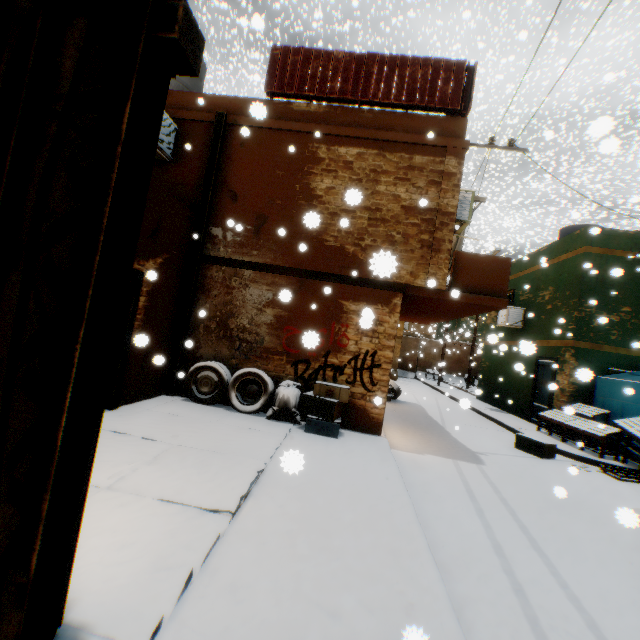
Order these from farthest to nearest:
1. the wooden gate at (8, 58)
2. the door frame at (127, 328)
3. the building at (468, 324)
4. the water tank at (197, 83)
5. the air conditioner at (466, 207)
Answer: the building at (468, 324)
the water tank at (197, 83)
the air conditioner at (466, 207)
the door frame at (127, 328)
the wooden gate at (8, 58)

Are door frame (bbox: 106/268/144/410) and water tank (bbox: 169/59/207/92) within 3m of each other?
no

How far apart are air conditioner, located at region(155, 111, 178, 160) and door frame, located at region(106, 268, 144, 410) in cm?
238

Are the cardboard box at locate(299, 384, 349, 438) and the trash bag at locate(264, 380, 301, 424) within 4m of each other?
yes

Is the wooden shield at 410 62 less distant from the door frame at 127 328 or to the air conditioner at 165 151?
the door frame at 127 328

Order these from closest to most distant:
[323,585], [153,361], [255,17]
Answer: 1. [323,585]
2. [153,361]
3. [255,17]

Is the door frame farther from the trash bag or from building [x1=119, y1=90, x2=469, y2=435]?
the trash bag

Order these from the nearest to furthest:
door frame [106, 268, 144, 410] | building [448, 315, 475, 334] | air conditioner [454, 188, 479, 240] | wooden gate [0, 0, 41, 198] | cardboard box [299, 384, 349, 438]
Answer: wooden gate [0, 0, 41, 198] < door frame [106, 268, 144, 410] < cardboard box [299, 384, 349, 438] < air conditioner [454, 188, 479, 240] < building [448, 315, 475, 334]
